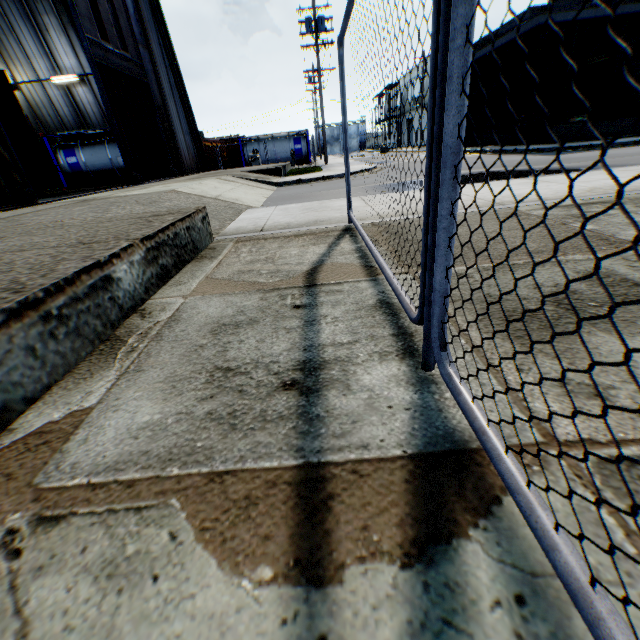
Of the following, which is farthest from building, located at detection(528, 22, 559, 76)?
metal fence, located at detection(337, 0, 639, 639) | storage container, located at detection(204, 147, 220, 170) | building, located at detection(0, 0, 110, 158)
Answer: storage container, located at detection(204, 147, 220, 170)

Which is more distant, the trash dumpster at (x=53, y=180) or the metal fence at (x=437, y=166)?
the trash dumpster at (x=53, y=180)

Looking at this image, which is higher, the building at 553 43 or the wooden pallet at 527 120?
the building at 553 43

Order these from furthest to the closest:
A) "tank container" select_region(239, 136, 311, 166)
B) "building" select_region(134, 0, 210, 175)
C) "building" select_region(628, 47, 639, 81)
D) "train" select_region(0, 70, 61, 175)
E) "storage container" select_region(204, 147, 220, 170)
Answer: "tank container" select_region(239, 136, 311, 166)
"storage container" select_region(204, 147, 220, 170)
"building" select_region(628, 47, 639, 81)
"building" select_region(134, 0, 210, 175)
"train" select_region(0, 70, 61, 175)

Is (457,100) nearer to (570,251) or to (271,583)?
(271,583)

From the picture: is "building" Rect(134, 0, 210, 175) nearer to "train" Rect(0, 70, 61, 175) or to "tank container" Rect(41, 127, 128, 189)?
"tank container" Rect(41, 127, 128, 189)

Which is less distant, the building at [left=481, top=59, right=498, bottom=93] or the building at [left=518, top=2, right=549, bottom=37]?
the building at [left=518, top=2, right=549, bottom=37]

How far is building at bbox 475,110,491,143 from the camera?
25.2 meters
